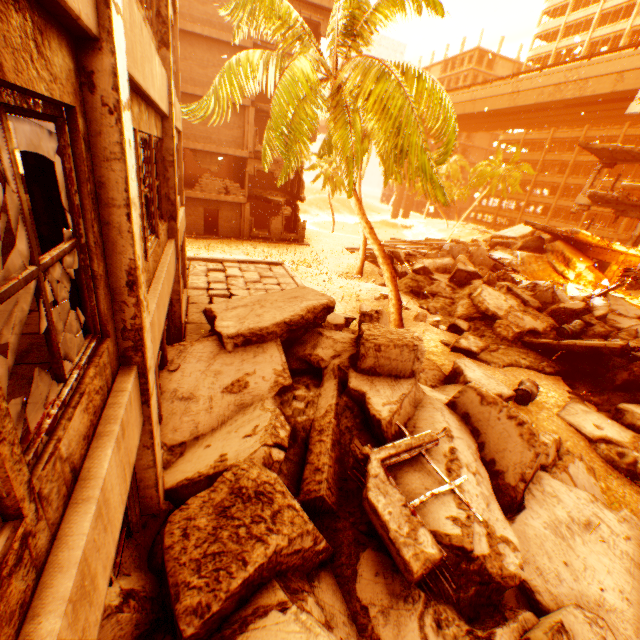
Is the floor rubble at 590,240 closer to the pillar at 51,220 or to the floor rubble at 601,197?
the floor rubble at 601,197

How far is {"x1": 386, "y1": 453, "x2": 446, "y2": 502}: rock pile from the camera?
4.21m

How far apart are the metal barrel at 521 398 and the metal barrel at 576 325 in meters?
3.9 m

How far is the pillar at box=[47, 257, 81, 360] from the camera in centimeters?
240cm

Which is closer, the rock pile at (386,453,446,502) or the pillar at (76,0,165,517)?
the pillar at (76,0,165,517)

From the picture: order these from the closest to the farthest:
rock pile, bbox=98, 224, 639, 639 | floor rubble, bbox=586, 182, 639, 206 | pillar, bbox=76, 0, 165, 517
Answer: pillar, bbox=76, 0, 165, 517 → rock pile, bbox=98, 224, 639, 639 → floor rubble, bbox=586, 182, 639, 206

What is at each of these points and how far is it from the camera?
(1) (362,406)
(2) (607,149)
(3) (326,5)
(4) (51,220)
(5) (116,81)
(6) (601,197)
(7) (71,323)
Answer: (1) rock pile, 5.5m
(2) floor rubble, 21.4m
(3) wall corner piece, 20.4m
(4) pillar, 2.2m
(5) pillar, 2.0m
(6) floor rubble, 21.8m
(7) pillar, 2.6m

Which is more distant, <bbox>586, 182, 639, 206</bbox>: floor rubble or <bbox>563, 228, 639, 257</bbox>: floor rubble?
<bbox>563, 228, 639, 257</bbox>: floor rubble
